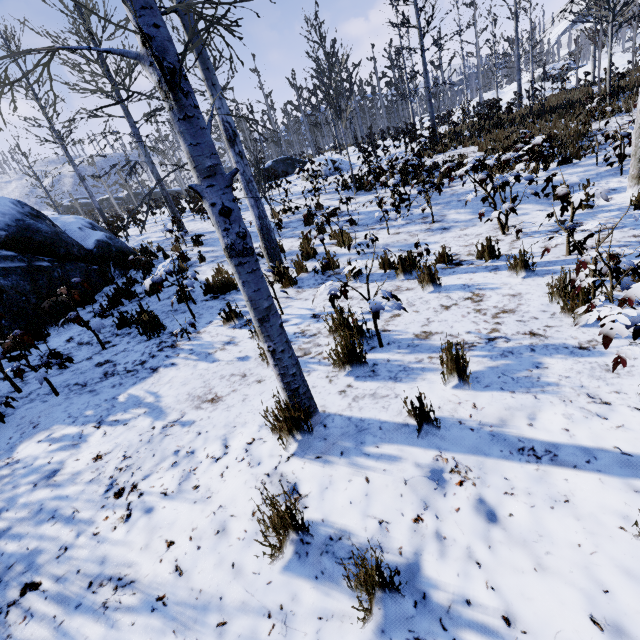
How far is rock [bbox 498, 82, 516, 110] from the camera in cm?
3447

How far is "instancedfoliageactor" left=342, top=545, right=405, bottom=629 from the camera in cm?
139

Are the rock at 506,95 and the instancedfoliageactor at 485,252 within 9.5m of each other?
no

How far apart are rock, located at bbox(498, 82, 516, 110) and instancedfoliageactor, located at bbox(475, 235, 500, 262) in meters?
47.2 m

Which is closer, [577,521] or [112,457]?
[577,521]

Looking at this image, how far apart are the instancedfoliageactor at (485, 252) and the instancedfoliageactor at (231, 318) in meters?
3.8 m

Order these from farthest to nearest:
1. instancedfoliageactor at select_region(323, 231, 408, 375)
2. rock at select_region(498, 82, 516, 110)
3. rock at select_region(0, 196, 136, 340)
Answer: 1. rock at select_region(498, 82, 516, 110)
2. rock at select_region(0, 196, 136, 340)
3. instancedfoliageactor at select_region(323, 231, 408, 375)

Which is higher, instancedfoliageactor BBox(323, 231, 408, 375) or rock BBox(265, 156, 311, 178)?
rock BBox(265, 156, 311, 178)
